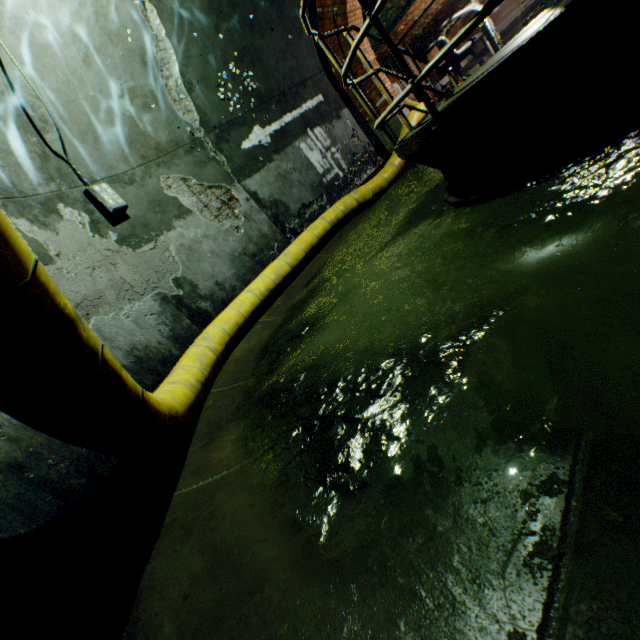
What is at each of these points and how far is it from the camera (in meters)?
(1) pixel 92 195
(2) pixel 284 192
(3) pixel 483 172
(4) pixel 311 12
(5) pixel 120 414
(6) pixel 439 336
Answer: (1) electrical box, 4.08
(2) building tunnel, 6.53
(3) walkway, 2.54
(4) building tunnel, 7.14
(5) large conduit, 1.62
(6) building tunnel, 2.04

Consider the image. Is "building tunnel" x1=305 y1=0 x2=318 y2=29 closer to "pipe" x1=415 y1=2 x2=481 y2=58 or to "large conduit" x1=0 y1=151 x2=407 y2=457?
"large conduit" x1=0 y1=151 x2=407 y2=457

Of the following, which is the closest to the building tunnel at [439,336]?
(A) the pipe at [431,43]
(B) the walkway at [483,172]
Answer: (B) the walkway at [483,172]

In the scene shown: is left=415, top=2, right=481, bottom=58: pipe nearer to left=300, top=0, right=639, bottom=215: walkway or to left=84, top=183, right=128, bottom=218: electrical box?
left=300, top=0, right=639, bottom=215: walkway

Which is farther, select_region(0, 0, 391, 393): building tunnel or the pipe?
the pipe

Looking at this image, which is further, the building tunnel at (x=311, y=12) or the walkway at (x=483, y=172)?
the building tunnel at (x=311, y=12)

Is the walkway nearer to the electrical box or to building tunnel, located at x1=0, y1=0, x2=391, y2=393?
building tunnel, located at x1=0, y1=0, x2=391, y2=393

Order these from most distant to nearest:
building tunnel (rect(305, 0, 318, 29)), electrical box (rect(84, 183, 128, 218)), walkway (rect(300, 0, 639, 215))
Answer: building tunnel (rect(305, 0, 318, 29))
electrical box (rect(84, 183, 128, 218))
walkway (rect(300, 0, 639, 215))
